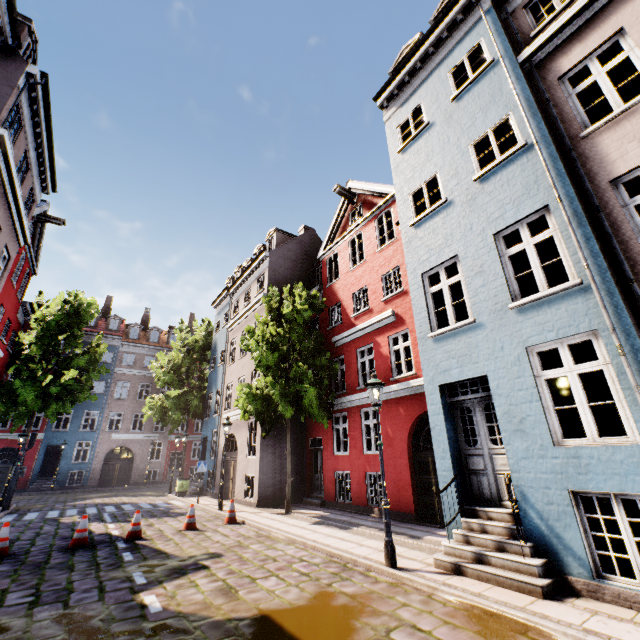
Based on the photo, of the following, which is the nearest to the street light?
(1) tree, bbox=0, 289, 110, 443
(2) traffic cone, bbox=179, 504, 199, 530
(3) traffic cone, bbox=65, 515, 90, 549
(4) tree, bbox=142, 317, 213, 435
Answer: (2) traffic cone, bbox=179, 504, 199, 530

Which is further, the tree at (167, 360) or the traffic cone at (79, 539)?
the tree at (167, 360)

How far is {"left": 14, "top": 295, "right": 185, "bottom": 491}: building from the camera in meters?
27.5 m

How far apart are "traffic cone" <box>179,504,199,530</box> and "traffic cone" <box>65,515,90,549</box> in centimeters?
238cm

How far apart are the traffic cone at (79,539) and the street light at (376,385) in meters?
8.1

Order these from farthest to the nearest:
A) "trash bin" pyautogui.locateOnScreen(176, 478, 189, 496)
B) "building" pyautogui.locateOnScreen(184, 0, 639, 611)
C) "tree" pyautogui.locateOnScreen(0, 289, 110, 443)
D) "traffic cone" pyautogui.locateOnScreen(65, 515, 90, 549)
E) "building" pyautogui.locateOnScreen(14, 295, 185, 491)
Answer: "building" pyautogui.locateOnScreen(14, 295, 185, 491), "trash bin" pyautogui.locateOnScreen(176, 478, 189, 496), "tree" pyautogui.locateOnScreen(0, 289, 110, 443), "traffic cone" pyautogui.locateOnScreen(65, 515, 90, 549), "building" pyautogui.locateOnScreen(184, 0, 639, 611)

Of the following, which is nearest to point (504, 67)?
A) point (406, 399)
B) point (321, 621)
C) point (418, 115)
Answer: point (418, 115)

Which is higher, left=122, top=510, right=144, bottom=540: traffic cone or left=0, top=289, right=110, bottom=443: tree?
left=0, top=289, right=110, bottom=443: tree
